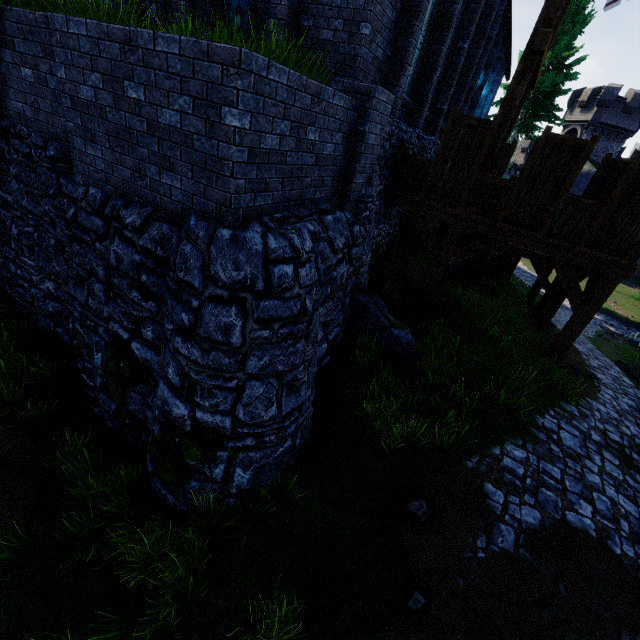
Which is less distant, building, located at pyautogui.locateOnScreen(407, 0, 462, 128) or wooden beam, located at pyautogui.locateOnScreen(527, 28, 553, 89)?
wooden beam, located at pyautogui.locateOnScreen(527, 28, 553, 89)

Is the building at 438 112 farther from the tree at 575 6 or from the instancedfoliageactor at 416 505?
the instancedfoliageactor at 416 505

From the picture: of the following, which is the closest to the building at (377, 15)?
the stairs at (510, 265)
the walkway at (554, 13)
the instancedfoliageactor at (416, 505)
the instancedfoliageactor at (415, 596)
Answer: the walkway at (554, 13)

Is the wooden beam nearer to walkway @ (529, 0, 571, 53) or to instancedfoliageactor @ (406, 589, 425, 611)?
walkway @ (529, 0, 571, 53)

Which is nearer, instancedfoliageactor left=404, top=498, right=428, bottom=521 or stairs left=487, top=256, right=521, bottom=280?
instancedfoliageactor left=404, top=498, right=428, bottom=521

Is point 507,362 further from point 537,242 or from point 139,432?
point 139,432

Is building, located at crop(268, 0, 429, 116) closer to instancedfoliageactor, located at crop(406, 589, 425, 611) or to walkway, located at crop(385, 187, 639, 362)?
walkway, located at crop(385, 187, 639, 362)

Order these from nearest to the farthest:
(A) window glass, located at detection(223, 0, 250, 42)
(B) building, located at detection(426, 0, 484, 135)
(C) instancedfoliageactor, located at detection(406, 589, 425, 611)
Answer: (C) instancedfoliageactor, located at detection(406, 589, 425, 611)
(A) window glass, located at detection(223, 0, 250, 42)
(B) building, located at detection(426, 0, 484, 135)
